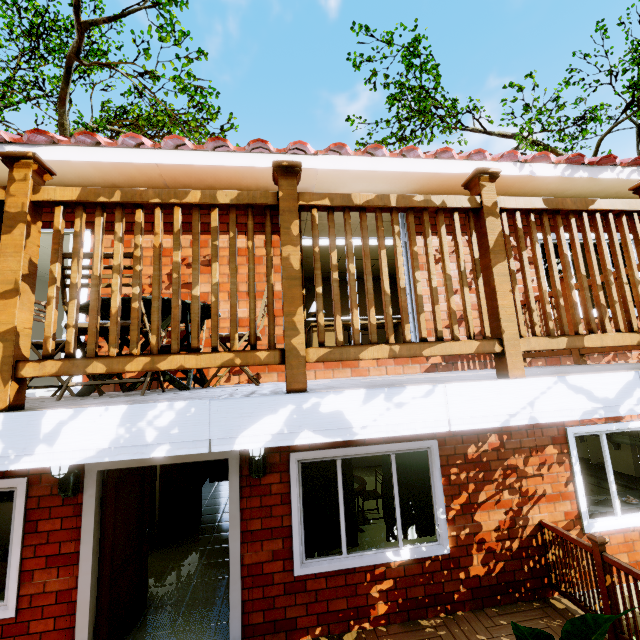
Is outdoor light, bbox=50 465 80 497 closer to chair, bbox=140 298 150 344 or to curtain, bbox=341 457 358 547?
chair, bbox=140 298 150 344

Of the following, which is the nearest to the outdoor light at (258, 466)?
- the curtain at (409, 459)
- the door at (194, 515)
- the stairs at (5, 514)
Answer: the curtain at (409, 459)

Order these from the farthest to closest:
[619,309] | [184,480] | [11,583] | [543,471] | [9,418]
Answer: [184,480]
[543,471]
[11,583]
[619,309]
[9,418]

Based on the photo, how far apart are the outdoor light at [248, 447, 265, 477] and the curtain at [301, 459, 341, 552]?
0.53m

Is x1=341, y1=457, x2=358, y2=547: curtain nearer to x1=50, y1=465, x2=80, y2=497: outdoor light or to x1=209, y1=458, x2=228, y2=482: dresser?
x1=50, y1=465, x2=80, y2=497: outdoor light

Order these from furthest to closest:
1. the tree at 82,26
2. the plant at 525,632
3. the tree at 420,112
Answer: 1. the tree at 82,26
2. the tree at 420,112
3. the plant at 525,632

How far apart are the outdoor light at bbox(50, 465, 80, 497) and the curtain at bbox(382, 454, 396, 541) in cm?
353

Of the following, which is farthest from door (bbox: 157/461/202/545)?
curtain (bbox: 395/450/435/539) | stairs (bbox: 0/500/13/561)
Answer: curtain (bbox: 395/450/435/539)
